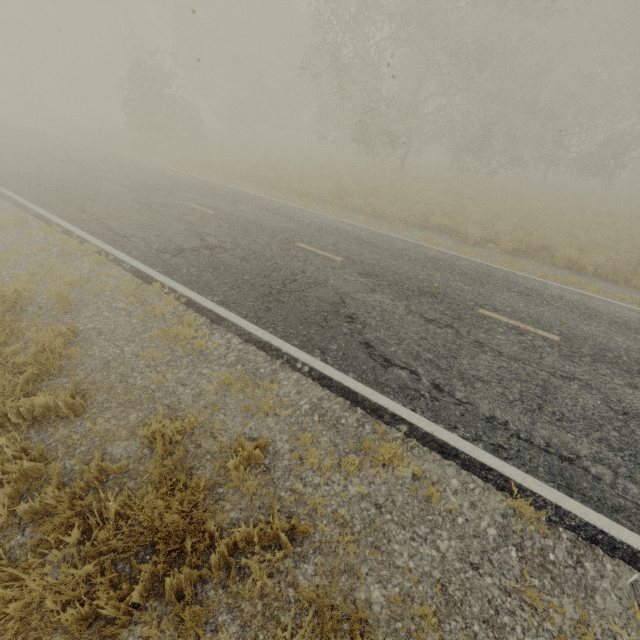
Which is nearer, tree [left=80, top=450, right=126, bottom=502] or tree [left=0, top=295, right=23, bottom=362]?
tree [left=80, top=450, right=126, bottom=502]

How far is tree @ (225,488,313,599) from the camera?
2.61m

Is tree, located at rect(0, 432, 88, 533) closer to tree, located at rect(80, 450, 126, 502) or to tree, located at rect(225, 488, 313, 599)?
tree, located at rect(225, 488, 313, 599)

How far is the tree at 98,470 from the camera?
3.12m

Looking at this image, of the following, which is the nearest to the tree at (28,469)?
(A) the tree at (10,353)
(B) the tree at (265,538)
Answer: (B) the tree at (265,538)

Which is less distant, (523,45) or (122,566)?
(122,566)

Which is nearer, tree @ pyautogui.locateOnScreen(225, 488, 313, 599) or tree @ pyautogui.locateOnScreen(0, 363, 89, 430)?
tree @ pyautogui.locateOnScreen(225, 488, 313, 599)

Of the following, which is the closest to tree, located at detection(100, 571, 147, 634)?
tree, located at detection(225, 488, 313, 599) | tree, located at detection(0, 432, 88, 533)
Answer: tree, located at detection(0, 432, 88, 533)
